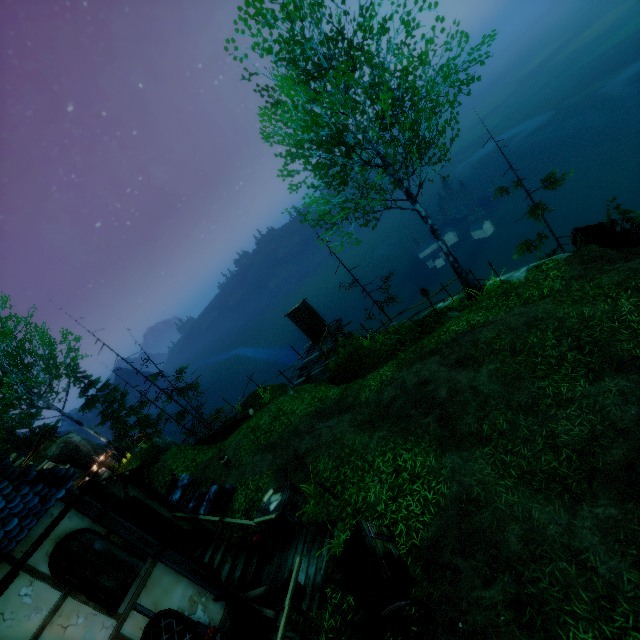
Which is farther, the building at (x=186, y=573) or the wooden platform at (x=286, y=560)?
the wooden platform at (x=286, y=560)

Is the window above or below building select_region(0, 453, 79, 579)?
below

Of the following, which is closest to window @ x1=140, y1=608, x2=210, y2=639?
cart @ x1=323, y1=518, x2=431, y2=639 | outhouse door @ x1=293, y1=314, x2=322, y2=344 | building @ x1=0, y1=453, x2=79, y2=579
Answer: building @ x1=0, y1=453, x2=79, y2=579

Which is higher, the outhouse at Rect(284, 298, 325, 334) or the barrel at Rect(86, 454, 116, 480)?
the barrel at Rect(86, 454, 116, 480)

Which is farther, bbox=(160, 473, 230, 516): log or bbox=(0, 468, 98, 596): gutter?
bbox=(160, 473, 230, 516): log

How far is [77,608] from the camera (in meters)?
5.58

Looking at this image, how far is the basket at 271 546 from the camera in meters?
8.5 m

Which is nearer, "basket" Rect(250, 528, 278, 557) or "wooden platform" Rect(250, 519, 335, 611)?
"wooden platform" Rect(250, 519, 335, 611)
